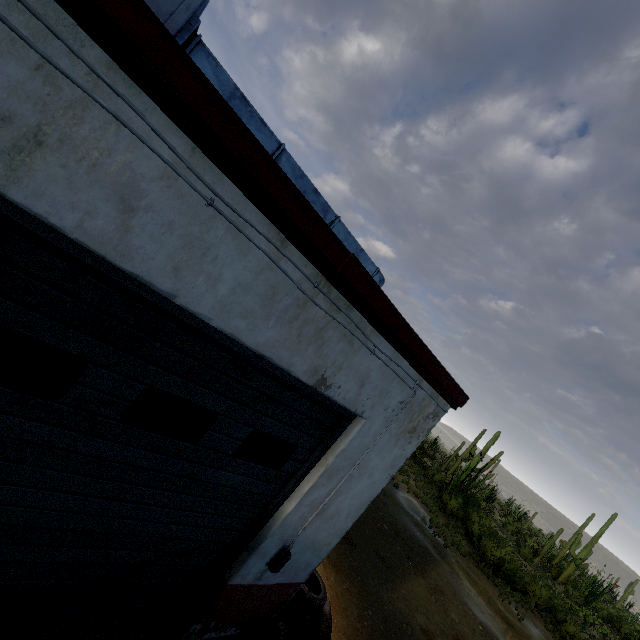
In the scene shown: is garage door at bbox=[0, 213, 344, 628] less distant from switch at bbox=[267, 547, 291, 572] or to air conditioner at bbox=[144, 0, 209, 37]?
switch at bbox=[267, 547, 291, 572]

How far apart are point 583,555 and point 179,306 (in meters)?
48.14

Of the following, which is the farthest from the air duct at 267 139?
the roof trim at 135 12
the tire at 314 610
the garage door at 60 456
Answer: the tire at 314 610

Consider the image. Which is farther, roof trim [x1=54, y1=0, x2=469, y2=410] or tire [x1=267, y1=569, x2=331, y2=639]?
tire [x1=267, y1=569, x2=331, y2=639]

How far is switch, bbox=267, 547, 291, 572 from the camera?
3.72m

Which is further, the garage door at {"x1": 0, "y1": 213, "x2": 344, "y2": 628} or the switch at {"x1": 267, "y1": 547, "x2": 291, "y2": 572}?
the switch at {"x1": 267, "y1": 547, "x2": 291, "y2": 572}

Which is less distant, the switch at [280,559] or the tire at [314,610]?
the switch at [280,559]

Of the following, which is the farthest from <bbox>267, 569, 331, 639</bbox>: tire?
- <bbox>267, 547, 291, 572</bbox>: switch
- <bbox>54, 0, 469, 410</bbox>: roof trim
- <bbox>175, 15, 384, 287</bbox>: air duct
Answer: <bbox>175, 15, 384, 287</bbox>: air duct
